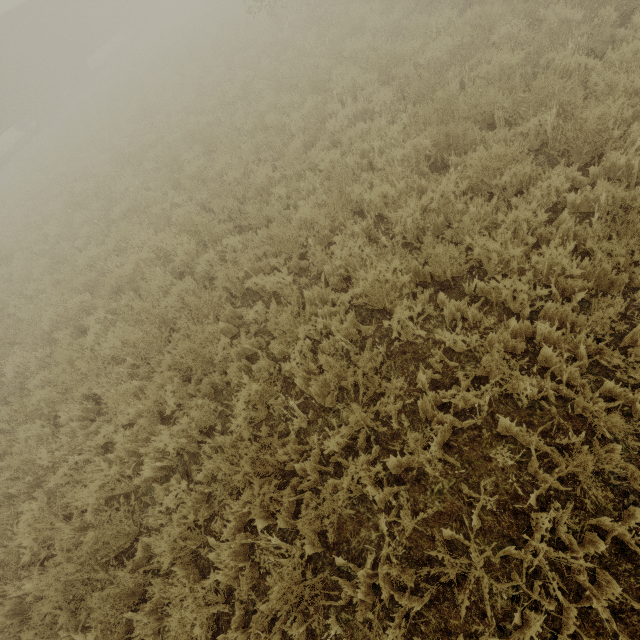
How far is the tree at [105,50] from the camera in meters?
33.9

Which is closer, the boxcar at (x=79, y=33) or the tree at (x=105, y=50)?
the boxcar at (x=79, y=33)

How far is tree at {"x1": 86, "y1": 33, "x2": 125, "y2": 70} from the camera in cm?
3391

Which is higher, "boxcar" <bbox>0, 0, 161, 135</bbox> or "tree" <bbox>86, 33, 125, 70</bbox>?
"boxcar" <bbox>0, 0, 161, 135</bbox>

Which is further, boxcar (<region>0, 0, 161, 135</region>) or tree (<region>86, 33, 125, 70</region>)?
Answer: tree (<region>86, 33, 125, 70</region>)

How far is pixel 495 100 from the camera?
5.25m
